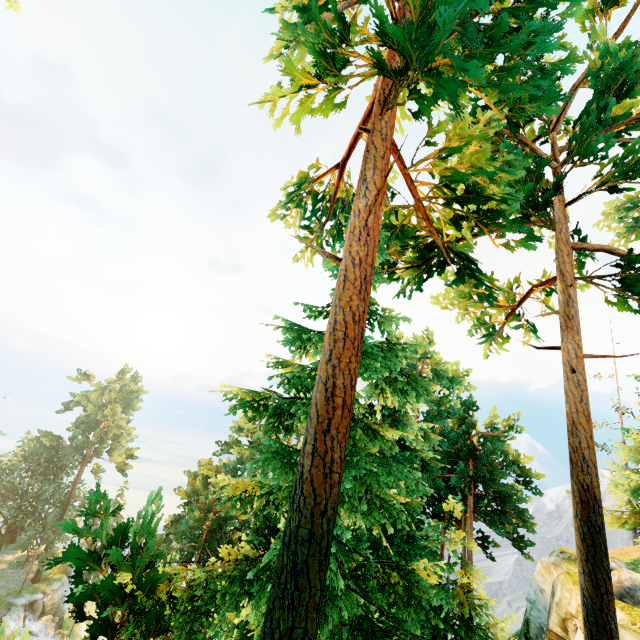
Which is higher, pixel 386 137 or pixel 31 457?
pixel 386 137

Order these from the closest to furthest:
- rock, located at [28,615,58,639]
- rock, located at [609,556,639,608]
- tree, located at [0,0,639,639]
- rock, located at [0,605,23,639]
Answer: tree, located at [0,0,639,639]
rock, located at [609,556,639,608]
rock, located at [0,605,23,639]
rock, located at [28,615,58,639]

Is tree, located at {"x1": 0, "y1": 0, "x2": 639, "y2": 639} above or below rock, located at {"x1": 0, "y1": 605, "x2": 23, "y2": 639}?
above

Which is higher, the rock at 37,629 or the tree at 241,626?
the tree at 241,626

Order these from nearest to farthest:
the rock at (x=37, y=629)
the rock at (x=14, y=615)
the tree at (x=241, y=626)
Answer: the tree at (x=241, y=626), the rock at (x=14, y=615), the rock at (x=37, y=629)

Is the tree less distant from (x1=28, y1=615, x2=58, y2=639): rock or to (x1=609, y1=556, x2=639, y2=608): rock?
(x1=28, y1=615, x2=58, y2=639): rock

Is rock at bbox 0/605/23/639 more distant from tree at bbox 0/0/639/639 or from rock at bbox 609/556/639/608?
rock at bbox 609/556/639/608

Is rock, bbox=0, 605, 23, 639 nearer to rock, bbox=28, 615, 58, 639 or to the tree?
rock, bbox=28, 615, 58, 639
